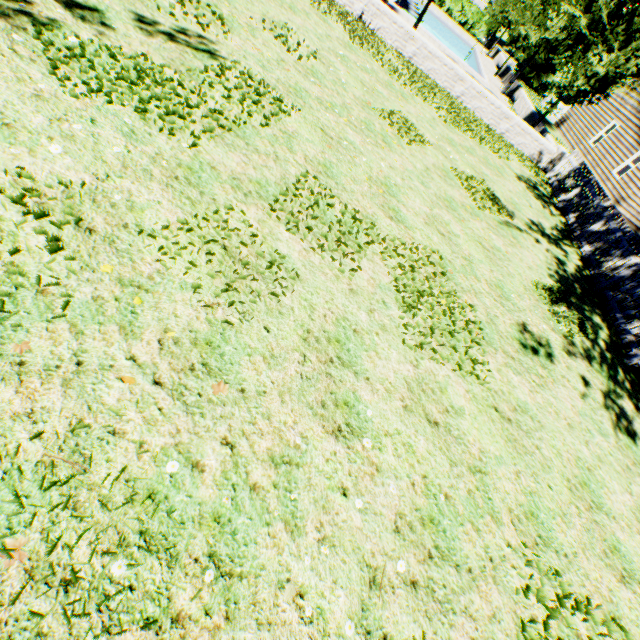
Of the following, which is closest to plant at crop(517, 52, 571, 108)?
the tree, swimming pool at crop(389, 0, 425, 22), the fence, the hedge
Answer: the fence

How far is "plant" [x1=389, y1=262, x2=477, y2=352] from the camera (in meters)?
4.39

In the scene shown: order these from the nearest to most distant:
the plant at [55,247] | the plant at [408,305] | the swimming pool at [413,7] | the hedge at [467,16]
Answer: the plant at [55,247], the plant at [408,305], the swimming pool at [413,7], the hedge at [467,16]

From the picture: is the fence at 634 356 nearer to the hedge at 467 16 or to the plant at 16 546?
the plant at 16 546

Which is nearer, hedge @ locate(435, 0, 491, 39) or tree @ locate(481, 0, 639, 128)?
tree @ locate(481, 0, 639, 128)

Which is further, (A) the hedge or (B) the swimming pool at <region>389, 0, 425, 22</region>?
(A) the hedge

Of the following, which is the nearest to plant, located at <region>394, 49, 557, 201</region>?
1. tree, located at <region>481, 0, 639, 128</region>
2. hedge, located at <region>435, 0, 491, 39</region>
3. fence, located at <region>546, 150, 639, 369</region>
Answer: fence, located at <region>546, 150, 639, 369</region>

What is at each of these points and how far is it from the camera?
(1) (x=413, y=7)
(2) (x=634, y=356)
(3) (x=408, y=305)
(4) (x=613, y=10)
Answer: (1) swimming pool, 28.8 meters
(2) fence, 7.2 meters
(3) plant, 4.4 meters
(4) tree, 11.6 meters
